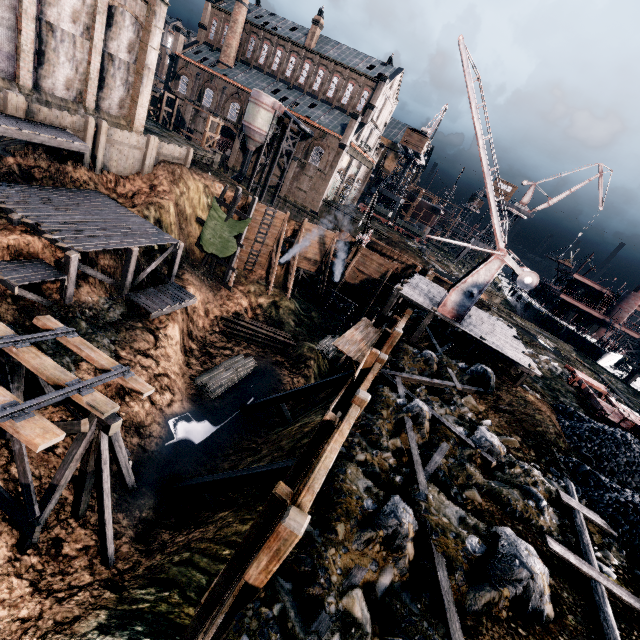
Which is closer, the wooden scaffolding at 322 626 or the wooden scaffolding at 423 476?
the wooden scaffolding at 322 626

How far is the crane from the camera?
16.0m

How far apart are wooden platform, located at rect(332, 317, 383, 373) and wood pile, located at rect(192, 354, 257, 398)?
13.4m

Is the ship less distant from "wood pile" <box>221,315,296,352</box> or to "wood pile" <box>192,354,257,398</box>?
"wood pile" <box>221,315,296,352</box>

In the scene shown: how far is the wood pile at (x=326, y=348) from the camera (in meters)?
35.09

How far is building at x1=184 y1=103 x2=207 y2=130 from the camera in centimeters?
5903cm

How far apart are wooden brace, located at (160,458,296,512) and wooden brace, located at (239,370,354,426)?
8.0m

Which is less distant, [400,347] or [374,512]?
[374,512]
